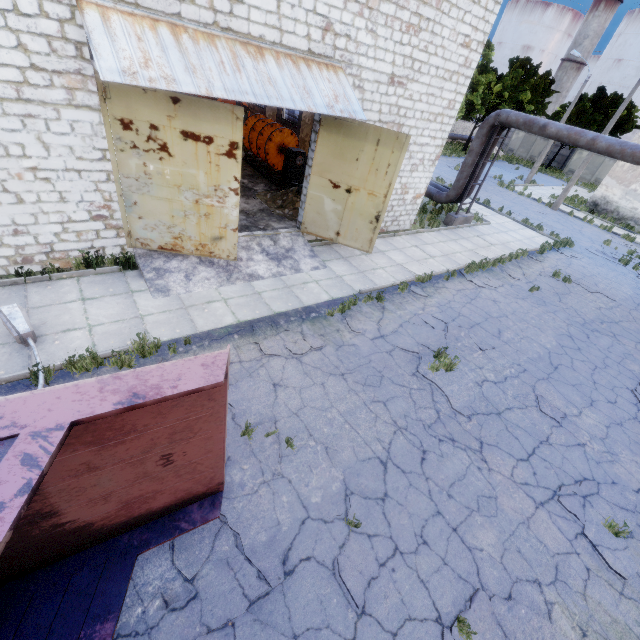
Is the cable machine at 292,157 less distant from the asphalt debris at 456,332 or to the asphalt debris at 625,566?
the asphalt debris at 456,332

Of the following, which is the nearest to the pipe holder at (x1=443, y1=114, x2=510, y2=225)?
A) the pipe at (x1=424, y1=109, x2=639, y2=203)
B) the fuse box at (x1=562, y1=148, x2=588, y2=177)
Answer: the pipe at (x1=424, y1=109, x2=639, y2=203)

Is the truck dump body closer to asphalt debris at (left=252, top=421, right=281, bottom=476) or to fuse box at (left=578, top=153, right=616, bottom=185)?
asphalt debris at (left=252, top=421, right=281, bottom=476)

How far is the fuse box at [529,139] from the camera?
44.69m

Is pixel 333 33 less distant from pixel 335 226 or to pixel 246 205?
pixel 335 226

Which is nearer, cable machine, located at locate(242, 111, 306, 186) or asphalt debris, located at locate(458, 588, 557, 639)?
asphalt debris, located at locate(458, 588, 557, 639)

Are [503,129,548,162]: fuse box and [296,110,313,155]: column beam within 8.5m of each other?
no

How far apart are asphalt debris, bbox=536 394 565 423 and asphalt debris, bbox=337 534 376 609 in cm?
504
